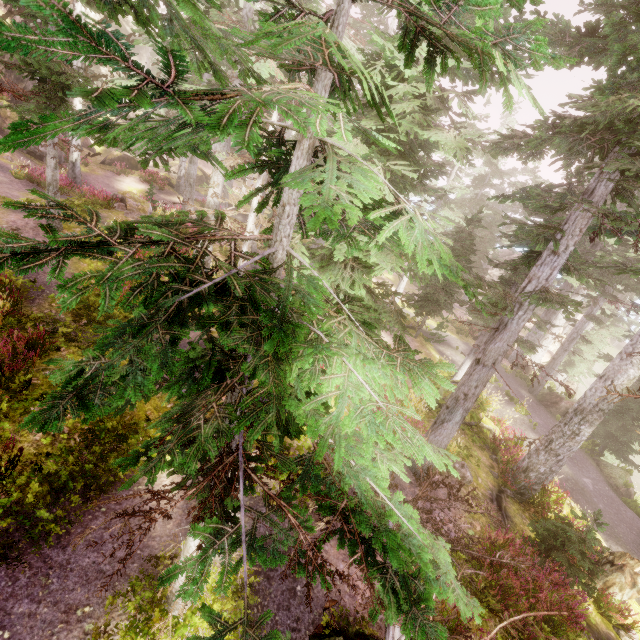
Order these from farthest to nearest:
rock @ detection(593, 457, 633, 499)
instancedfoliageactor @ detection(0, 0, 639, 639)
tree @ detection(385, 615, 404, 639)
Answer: rock @ detection(593, 457, 633, 499), tree @ detection(385, 615, 404, 639), instancedfoliageactor @ detection(0, 0, 639, 639)

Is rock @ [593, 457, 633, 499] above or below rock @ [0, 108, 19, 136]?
below

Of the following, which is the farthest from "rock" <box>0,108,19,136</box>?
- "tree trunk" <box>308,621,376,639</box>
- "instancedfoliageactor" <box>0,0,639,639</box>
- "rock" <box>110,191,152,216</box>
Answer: "tree trunk" <box>308,621,376,639</box>

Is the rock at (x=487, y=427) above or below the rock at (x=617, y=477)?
above

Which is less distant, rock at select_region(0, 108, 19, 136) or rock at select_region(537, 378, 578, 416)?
rock at select_region(537, 378, 578, 416)

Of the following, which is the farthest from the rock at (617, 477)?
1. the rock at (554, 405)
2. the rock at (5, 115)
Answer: the rock at (5, 115)

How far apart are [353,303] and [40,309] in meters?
9.4 m

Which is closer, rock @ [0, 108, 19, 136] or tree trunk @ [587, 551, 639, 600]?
tree trunk @ [587, 551, 639, 600]
